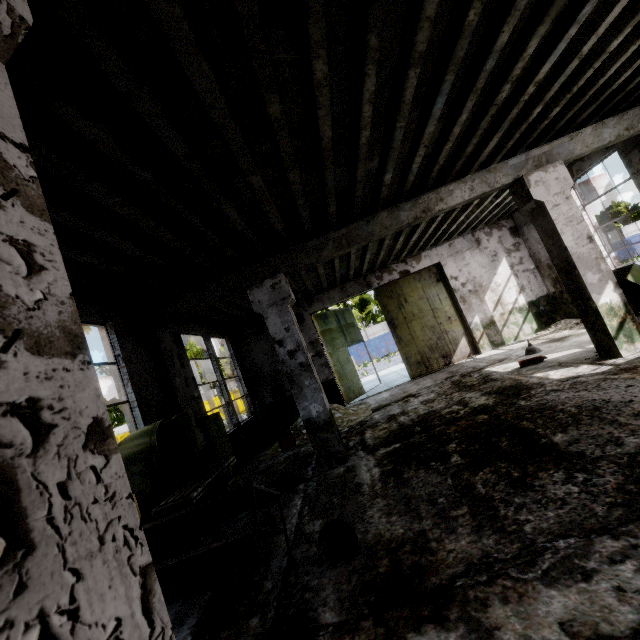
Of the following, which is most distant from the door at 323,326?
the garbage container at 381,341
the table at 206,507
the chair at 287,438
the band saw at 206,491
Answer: the garbage container at 381,341

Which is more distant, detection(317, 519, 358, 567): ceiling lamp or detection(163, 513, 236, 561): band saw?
detection(163, 513, 236, 561): band saw

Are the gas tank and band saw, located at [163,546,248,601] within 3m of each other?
no

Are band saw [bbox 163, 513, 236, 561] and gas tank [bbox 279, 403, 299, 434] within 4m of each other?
no

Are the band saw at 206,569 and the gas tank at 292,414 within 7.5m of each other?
yes

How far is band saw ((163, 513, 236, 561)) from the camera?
4.0m

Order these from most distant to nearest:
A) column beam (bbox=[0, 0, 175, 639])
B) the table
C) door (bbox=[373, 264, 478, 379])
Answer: door (bbox=[373, 264, 478, 379]), the table, column beam (bbox=[0, 0, 175, 639])

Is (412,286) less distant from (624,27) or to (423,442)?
(423,442)
